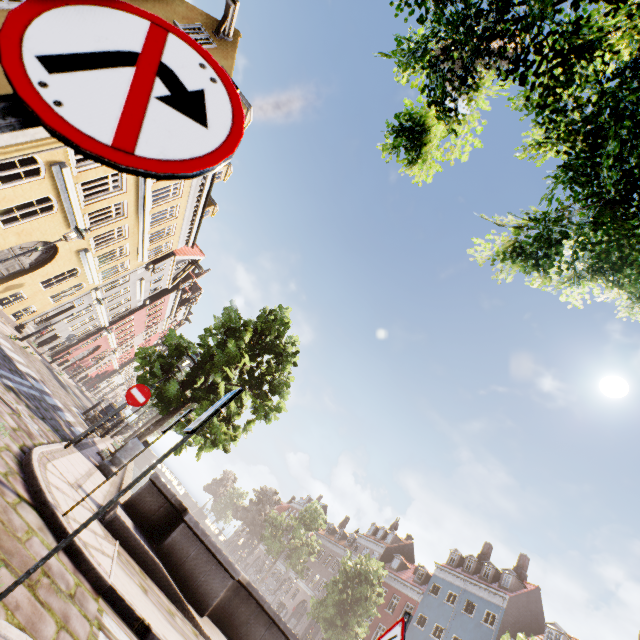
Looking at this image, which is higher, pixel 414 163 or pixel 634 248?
pixel 414 163

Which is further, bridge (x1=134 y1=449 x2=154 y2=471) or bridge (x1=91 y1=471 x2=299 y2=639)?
bridge (x1=134 y1=449 x2=154 y2=471)

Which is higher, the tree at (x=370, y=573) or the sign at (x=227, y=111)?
the tree at (x=370, y=573)

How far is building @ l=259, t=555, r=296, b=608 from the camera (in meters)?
46.02

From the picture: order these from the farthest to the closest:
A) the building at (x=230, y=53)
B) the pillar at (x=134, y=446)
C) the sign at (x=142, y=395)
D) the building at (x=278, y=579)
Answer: the building at (x=278, y=579), the building at (x=230, y=53), the pillar at (x=134, y=446), the sign at (x=142, y=395)

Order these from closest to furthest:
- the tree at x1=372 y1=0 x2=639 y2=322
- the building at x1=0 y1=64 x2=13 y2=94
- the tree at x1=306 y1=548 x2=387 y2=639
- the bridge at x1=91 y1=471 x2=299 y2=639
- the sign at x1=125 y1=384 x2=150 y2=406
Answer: the tree at x1=372 y1=0 x2=639 y2=322 → the bridge at x1=91 y1=471 x2=299 y2=639 → the sign at x1=125 y1=384 x2=150 y2=406 → the building at x1=0 y1=64 x2=13 y2=94 → the tree at x1=306 y1=548 x2=387 y2=639

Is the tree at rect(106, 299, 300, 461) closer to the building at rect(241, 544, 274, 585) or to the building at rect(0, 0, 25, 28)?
the building at rect(241, 544, 274, 585)

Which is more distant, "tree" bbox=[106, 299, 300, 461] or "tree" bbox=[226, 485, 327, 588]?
"tree" bbox=[226, 485, 327, 588]
